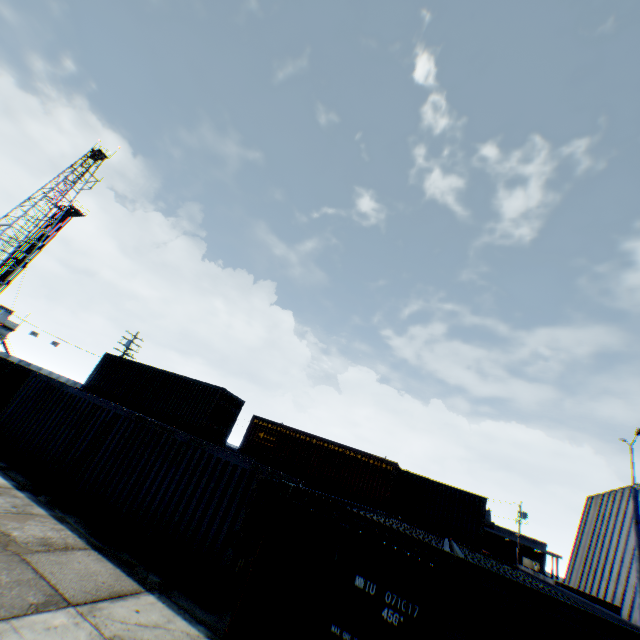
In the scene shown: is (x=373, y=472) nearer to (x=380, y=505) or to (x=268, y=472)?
(x=380, y=505)

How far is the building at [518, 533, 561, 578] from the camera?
47.1 meters

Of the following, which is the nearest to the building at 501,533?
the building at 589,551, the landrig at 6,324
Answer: the building at 589,551

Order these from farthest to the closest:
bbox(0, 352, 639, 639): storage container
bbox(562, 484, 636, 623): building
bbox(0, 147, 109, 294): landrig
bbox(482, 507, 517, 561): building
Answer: bbox(482, 507, 517, 561): building, bbox(0, 147, 109, 294): landrig, bbox(562, 484, 636, 623): building, bbox(0, 352, 639, 639): storage container

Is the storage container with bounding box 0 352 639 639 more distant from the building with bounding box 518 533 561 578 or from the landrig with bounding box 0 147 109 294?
the building with bounding box 518 533 561 578

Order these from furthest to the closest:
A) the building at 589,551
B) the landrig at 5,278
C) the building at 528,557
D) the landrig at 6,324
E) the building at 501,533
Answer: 1. the building at 501,533
2. the building at 528,557
3. the landrig at 5,278
4. the landrig at 6,324
5. the building at 589,551

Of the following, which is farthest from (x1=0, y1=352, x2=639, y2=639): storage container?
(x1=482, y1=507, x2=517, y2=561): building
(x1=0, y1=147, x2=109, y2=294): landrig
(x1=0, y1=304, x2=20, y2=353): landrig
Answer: (x1=482, y1=507, x2=517, y2=561): building
